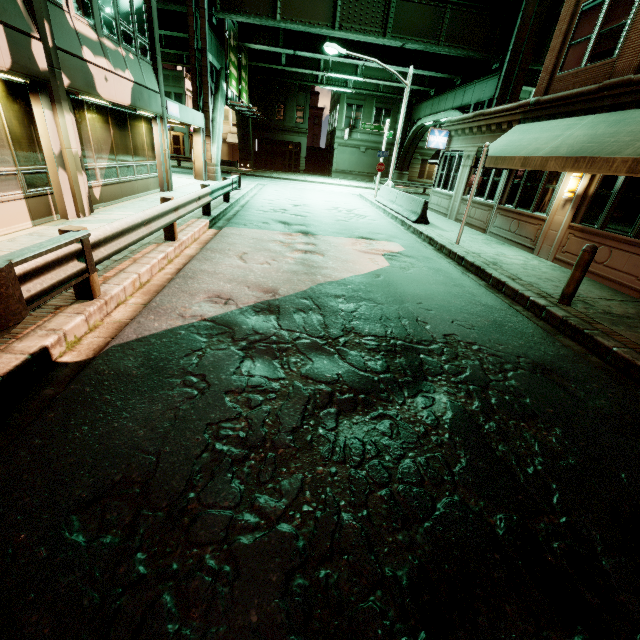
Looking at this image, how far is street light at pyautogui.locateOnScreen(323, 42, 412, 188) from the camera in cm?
1780

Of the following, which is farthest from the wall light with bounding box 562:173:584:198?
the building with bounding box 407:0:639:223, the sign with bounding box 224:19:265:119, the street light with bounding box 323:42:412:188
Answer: the sign with bounding box 224:19:265:119

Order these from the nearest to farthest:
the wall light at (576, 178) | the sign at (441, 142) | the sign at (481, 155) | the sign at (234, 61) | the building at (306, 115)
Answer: the wall light at (576, 178)
the sign at (481, 155)
the sign at (441, 142)
the sign at (234, 61)
the building at (306, 115)

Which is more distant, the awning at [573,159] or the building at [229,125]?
the building at [229,125]

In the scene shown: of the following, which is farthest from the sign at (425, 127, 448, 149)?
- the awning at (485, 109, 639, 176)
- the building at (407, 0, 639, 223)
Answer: the awning at (485, 109, 639, 176)

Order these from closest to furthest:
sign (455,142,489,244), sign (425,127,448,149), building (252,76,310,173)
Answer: sign (455,142,489,244)
sign (425,127,448,149)
building (252,76,310,173)

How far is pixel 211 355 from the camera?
4.0m

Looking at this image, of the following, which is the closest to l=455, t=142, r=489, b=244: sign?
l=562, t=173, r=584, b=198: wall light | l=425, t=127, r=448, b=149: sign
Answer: l=562, t=173, r=584, b=198: wall light
